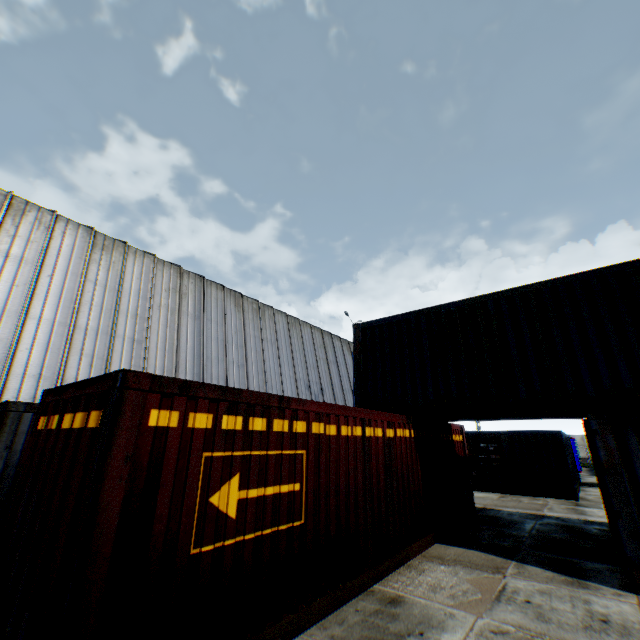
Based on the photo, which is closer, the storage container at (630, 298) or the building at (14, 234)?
the storage container at (630, 298)

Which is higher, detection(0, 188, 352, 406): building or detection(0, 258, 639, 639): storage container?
detection(0, 188, 352, 406): building

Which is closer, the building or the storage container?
the storage container

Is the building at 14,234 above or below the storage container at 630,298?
above

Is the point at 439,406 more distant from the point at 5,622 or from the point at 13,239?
the point at 13,239
